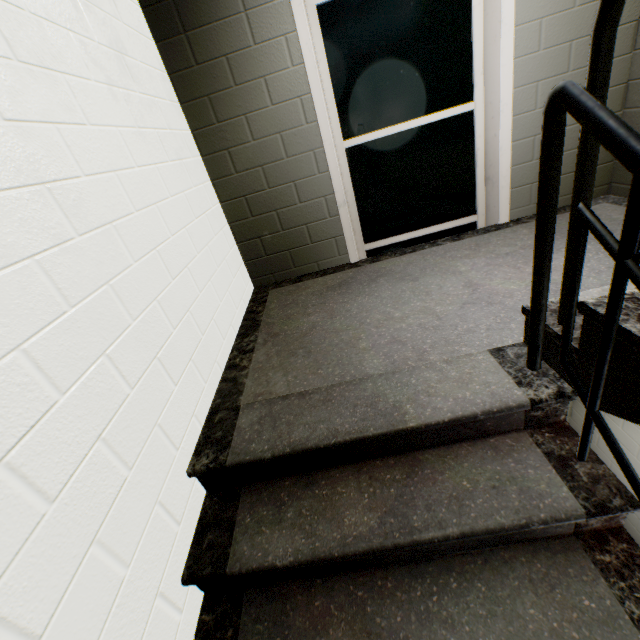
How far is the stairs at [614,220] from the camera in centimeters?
207cm

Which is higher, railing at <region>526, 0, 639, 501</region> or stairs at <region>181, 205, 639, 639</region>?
railing at <region>526, 0, 639, 501</region>

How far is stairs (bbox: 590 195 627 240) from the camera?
2.1m

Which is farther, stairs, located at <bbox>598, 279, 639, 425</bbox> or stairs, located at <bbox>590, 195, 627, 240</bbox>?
stairs, located at <bbox>590, 195, 627, 240</bbox>

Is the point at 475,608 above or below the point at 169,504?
below
